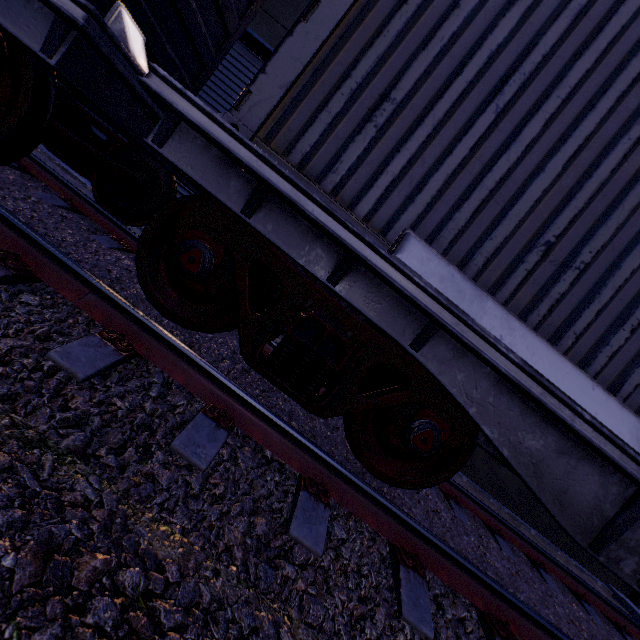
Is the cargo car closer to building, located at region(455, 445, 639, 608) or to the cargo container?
the cargo container

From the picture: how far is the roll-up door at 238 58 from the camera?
6.89m

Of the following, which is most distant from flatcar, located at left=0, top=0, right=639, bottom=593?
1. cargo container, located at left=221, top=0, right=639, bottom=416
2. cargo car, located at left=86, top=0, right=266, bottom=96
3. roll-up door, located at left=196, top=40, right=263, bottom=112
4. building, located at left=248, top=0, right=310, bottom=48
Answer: roll-up door, located at left=196, top=40, right=263, bottom=112

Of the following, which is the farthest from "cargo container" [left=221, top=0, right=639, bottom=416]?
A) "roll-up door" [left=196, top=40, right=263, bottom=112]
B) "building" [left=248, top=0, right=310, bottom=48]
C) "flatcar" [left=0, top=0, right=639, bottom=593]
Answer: "roll-up door" [left=196, top=40, right=263, bottom=112]

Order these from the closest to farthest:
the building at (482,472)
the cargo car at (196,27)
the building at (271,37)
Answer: the cargo car at (196,27) < the building at (271,37) < the building at (482,472)

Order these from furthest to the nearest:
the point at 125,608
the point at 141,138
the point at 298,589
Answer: the point at 141,138
the point at 298,589
the point at 125,608

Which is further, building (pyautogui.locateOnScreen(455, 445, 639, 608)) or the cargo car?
building (pyautogui.locateOnScreen(455, 445, 639, 608))

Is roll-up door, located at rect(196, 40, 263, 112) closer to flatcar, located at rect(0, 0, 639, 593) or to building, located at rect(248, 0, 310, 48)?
building, located at rect(248, 0, 310, 48)
